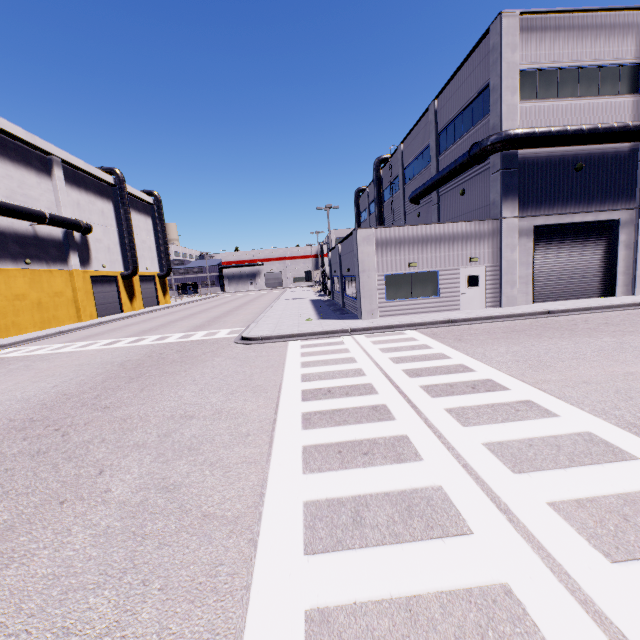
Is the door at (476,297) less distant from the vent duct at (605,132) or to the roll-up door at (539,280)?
the roll-up door at (539,280)

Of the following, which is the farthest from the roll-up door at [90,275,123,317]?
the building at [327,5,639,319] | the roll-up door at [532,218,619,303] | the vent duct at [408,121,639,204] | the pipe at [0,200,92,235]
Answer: the roll-up door at [532,218,619,303]

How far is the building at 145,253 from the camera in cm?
4288

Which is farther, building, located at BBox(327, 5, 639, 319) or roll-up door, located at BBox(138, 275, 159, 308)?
roll-up door, located at BBox(138, 275, 159, 308)

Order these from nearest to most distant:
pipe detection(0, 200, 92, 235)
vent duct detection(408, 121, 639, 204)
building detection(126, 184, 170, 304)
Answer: vent duct detection(408, 121, 639, 204) < pipe detection(0, 200, 92, 235) < building detection(126, 184, 170, 304)

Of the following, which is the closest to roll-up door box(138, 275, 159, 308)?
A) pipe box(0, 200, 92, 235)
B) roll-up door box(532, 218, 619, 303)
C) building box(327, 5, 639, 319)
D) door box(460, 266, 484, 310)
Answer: building box(327, 5, 639, 319)

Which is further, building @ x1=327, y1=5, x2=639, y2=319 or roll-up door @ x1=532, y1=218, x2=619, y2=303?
roll-up door @ x1=532, y1=218, x2=619, y2=303

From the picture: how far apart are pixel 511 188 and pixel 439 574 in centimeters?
1940cm
